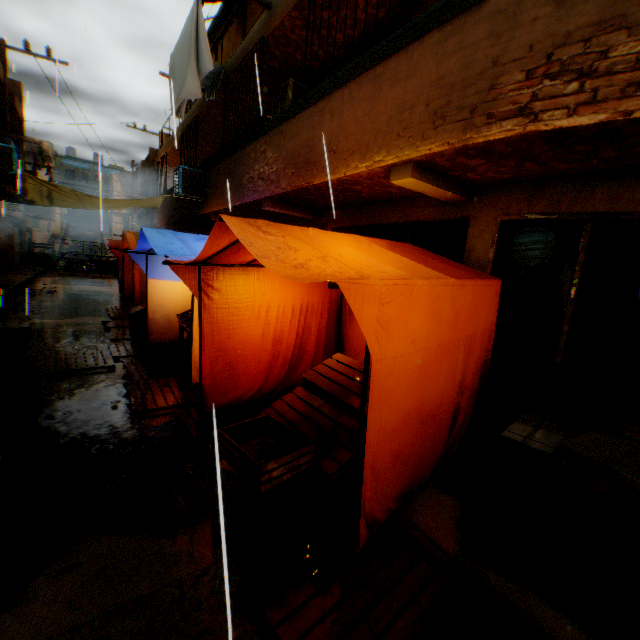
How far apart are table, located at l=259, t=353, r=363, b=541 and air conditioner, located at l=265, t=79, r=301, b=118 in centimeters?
573cm

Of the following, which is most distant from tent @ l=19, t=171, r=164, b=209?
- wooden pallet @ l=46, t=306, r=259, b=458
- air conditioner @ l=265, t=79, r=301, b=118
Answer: air conditioner @ l=265, t=79, r=301, b=118

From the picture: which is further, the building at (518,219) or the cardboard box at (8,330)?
the cardboard box at (8,330)

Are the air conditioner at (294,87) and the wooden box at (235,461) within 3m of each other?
no

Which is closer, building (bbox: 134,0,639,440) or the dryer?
building (bbox: 134,0,639,440)

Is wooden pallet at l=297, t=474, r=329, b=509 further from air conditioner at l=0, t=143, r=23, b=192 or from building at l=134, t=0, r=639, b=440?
air conditioner at l=0, t=143, r=23, b=192

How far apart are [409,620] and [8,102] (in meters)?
17.25

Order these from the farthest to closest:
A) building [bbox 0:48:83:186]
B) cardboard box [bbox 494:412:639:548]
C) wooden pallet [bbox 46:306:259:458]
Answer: building [bbox 0:48:83:186] < wooden pallet [bbox 46:306:259:458] < cardboard box [bbox 494:412:639:548]
